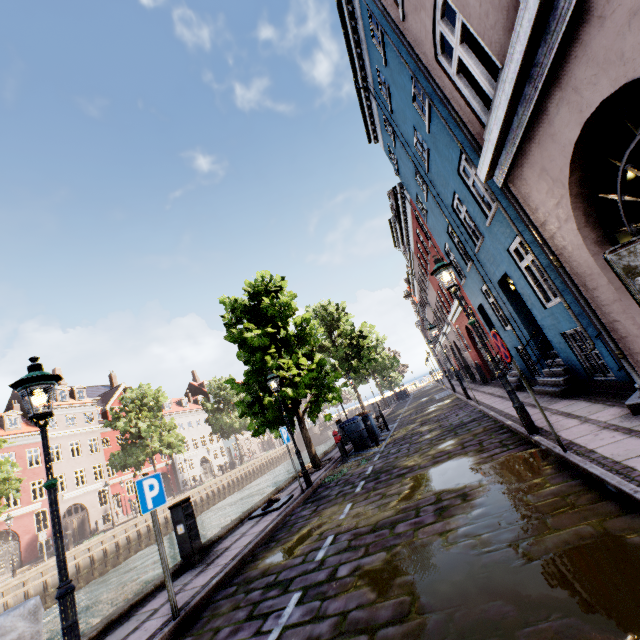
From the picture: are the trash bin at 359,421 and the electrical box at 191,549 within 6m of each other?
no

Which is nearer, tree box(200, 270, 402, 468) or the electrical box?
the electrical box

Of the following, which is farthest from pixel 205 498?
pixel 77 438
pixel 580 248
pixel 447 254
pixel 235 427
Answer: pixel 580 248

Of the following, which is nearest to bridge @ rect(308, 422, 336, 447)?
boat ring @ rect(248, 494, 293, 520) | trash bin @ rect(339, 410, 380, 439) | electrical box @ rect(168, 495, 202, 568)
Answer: trash bin @ rect(339, 410, 380, 439)

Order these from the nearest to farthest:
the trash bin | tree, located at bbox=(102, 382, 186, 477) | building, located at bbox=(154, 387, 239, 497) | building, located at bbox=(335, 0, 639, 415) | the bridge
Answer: building, located at bbox=(335, 0, 639, 415) < the trash bin < tree, located at bbox=(102, 382, 186, 477) < building, located at bbox=(154, 387, 239, 497) < the bridge

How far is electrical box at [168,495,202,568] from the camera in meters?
6.7

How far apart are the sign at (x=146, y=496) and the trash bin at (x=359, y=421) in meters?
9.7

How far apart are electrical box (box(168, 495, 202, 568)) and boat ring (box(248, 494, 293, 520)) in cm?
196
